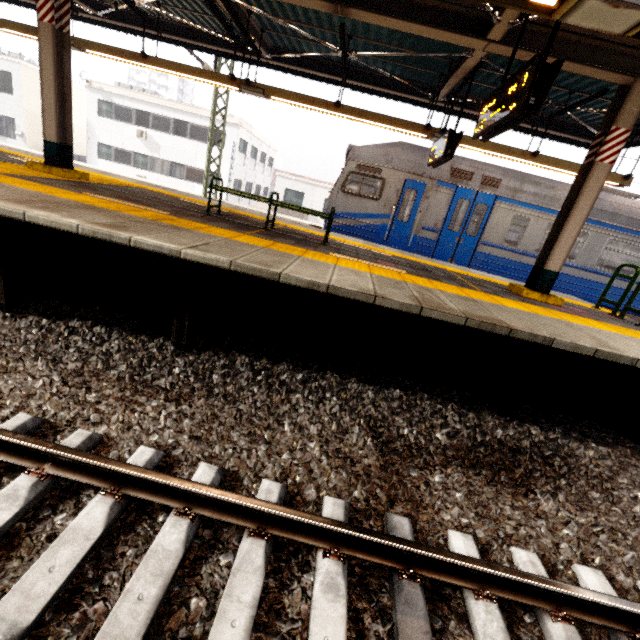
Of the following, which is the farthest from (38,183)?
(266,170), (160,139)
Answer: (266,170)

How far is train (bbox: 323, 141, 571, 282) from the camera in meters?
8.8 m

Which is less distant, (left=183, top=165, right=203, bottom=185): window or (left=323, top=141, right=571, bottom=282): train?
(left=323, top=141, right=571, bottom=282): train

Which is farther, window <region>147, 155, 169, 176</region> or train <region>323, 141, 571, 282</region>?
window <region>147, 155, 169, 176</region>

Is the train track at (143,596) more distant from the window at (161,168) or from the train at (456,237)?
the window at (161,168)

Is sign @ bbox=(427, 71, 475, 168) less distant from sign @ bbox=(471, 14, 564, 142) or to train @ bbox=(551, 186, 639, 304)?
train @ bbox=(551, 186, 639, 304)

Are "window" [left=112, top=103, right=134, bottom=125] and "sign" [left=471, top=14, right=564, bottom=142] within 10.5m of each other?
no

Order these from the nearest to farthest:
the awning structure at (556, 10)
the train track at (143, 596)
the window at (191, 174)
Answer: the train track at (143, 596) → the awning structure at (556, 10) → the window at (191, 174)
